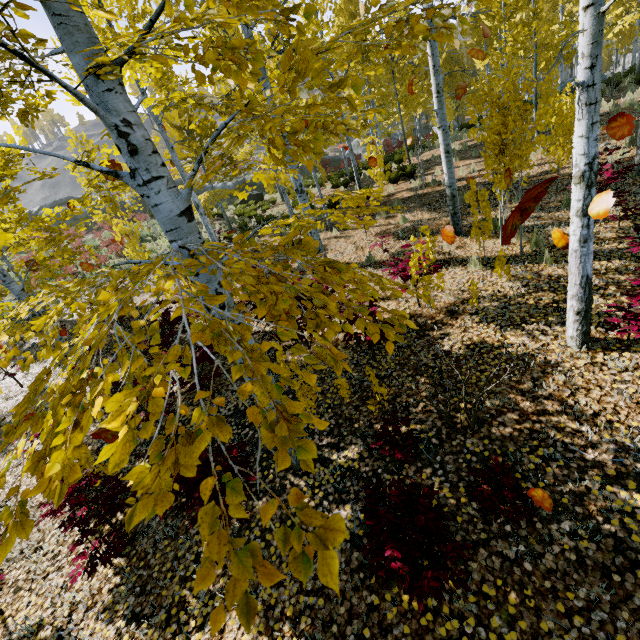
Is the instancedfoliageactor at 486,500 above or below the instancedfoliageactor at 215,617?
below

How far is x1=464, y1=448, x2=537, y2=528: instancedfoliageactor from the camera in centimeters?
272cm

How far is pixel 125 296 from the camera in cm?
149

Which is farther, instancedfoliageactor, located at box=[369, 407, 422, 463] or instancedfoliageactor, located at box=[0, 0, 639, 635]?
instancedfoliageactor, located at box=[369, 407, 422, 463]

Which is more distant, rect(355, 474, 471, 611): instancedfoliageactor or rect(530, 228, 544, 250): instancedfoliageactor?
rect(530, 228, 544, 250): instancedfoliageactor

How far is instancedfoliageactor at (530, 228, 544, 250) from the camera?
6.3 meters

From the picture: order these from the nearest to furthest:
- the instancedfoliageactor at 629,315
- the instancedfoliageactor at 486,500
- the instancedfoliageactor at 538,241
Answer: the instancedfoliageactor at 486,500 < the instancedfoliageactor at 629,315 < the instancedfoliageactor at 538,241
